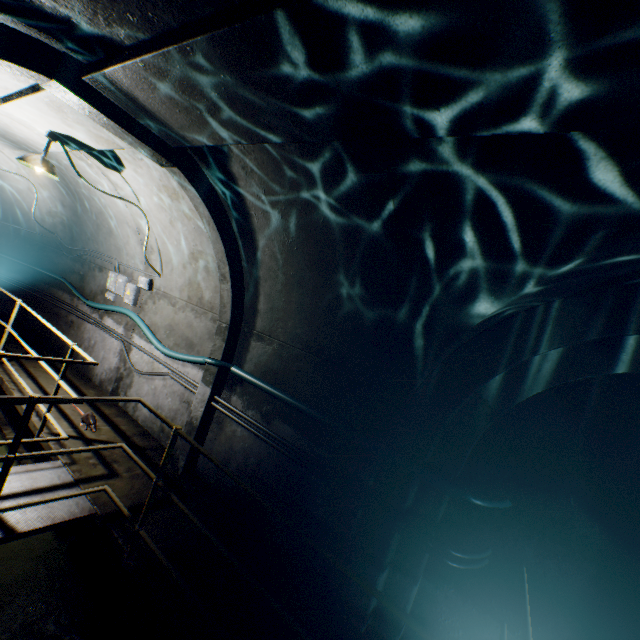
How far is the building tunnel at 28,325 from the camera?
7.39m

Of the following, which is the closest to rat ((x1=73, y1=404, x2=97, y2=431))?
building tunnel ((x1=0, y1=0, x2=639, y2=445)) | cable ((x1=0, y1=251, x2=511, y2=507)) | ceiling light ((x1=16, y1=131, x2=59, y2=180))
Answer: building tunnel ((x1=0, y1=0, x2=639, y2=445))

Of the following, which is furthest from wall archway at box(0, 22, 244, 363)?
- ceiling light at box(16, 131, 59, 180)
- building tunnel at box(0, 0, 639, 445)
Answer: ceiling light at box(16, 131, 59, 180)

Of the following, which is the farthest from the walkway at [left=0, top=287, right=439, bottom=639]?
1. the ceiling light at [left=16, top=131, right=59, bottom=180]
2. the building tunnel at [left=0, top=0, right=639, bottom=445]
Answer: the ceiling light at [left=16, top=131, right=59, bottom=180]

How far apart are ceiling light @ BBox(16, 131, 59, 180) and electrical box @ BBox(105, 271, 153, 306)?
2.17m

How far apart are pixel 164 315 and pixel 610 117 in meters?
6.0

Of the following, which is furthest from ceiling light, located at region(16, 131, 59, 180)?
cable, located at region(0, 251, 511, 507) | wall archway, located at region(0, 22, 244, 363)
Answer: cable, located at region(0, 251, 511, 507)
